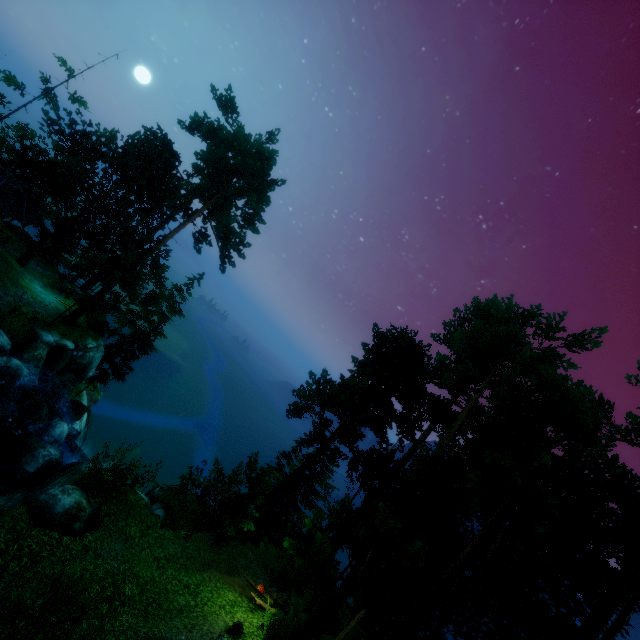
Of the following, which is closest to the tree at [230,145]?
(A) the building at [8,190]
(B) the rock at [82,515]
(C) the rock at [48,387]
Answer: (A) the building at [8,190]

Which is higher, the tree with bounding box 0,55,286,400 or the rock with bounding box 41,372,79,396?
the tree with bounding box 0,55,286,400

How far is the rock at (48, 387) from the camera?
22.95m

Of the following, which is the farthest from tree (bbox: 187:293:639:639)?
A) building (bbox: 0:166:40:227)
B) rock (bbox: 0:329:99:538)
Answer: rock (bbox: 0:329:99:538)

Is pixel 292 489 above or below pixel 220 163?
below

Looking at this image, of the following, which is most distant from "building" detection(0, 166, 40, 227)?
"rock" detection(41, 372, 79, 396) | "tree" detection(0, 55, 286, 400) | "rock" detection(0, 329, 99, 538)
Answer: "rock" detection(0, 329, 99, 538)

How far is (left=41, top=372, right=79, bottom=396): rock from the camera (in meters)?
22.95

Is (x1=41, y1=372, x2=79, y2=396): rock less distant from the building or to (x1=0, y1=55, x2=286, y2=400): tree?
(x1=0, y1=55, x2=286, y2=400): tree
